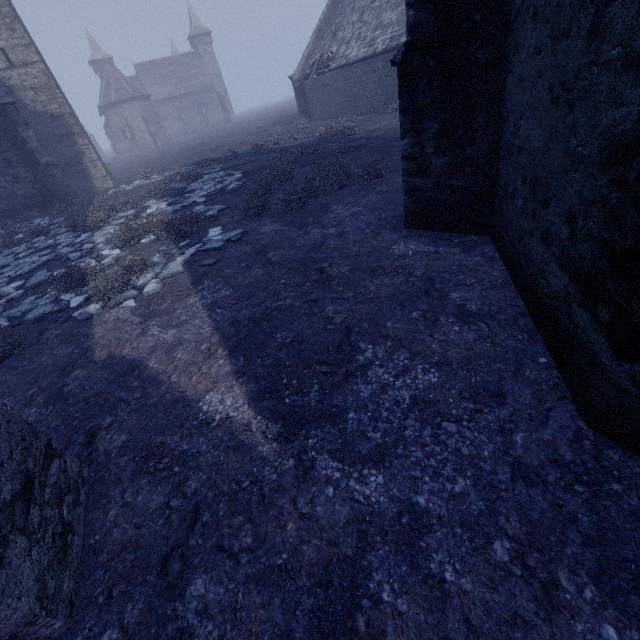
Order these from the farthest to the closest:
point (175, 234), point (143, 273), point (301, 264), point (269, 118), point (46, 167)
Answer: point (269, 118) → point (46, 167) → point (175, 234) → point (143, 273) → point (301, 264)

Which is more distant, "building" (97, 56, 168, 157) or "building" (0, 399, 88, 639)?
"building" (97, 56, 168, 157)

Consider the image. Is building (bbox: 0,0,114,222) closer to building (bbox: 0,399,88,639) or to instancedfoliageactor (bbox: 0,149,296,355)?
instancedfoliageactor (bbox: 0,149,296,355)

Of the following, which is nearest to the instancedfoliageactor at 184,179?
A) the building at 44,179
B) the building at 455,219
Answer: the building at 455,219

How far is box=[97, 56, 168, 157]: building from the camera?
48.79m

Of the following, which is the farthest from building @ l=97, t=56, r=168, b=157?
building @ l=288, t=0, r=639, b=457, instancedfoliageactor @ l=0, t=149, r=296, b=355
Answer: building @ l=288, t=0, r=639, b=457

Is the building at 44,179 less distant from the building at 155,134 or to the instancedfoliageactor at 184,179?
the instancedfoliageactor at 184,179
